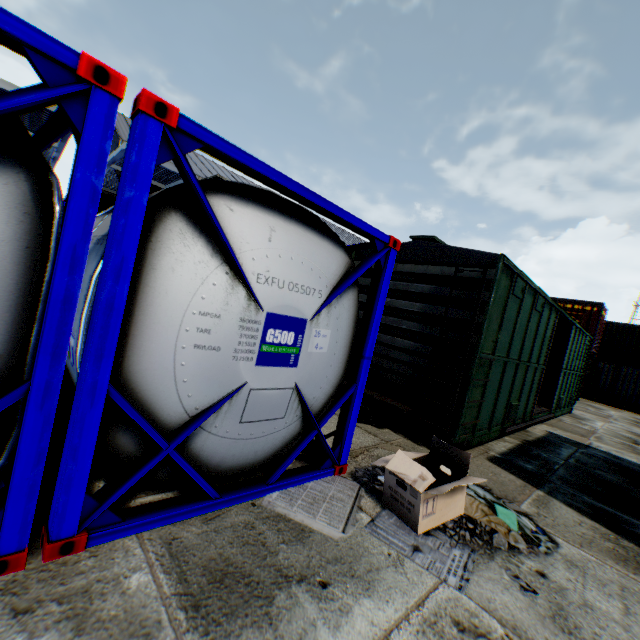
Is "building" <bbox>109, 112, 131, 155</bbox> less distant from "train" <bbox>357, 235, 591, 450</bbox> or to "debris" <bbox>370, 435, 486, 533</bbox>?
"train" <bbox>357, 235, 591, 450</bbox>

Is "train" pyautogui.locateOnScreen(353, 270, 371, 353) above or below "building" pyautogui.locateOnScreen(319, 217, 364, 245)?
below

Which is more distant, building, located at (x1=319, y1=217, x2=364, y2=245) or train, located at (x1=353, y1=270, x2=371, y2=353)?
building, located at (x1=319, y1=217, x2=364, y2=245)

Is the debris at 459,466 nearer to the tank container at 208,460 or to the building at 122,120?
the tank container at 208,460

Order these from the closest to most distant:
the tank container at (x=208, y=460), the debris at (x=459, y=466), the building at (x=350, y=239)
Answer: the tank container at (x=208, y=460) → the debris at (x=459, y=466) → the building at (x=350, y=239)

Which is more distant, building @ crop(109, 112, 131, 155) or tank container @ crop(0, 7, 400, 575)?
building @ crop(109, 112, 131, 155)

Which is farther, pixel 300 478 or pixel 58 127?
pixel 300 478

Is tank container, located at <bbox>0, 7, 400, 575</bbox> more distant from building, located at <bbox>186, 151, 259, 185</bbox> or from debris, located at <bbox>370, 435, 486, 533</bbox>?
building, located at <bbox>186, 151, 259, 185</bbox>
